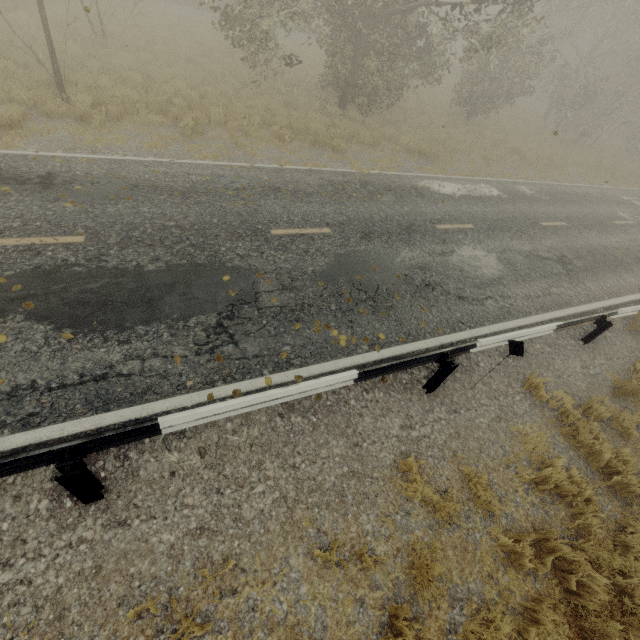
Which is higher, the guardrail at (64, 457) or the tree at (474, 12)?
the tree at (474, 12)

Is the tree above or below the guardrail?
above

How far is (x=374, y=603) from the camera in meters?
3.6

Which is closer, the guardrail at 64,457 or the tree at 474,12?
the guardrail at 64,457

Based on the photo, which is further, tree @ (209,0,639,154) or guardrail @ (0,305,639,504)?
tree @ (209,0,639,154)
